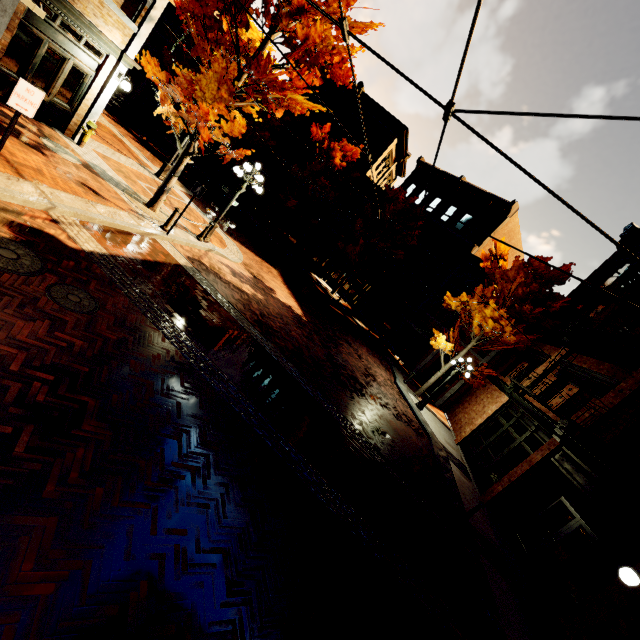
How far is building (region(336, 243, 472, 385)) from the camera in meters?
23.7

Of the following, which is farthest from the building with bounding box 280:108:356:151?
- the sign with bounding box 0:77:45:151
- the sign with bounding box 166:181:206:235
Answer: the sign with bounding box 0:77:45:151

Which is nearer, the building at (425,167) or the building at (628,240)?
the building at (628,240)

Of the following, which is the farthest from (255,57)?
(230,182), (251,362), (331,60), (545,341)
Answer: (230,182)

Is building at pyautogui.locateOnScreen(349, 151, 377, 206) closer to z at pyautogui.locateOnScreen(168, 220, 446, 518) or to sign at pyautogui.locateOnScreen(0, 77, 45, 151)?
z at pyautogui.locateOnScreen(168, 220, 446, 518)

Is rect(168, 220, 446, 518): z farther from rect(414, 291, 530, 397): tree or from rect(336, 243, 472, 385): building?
rect(336, 243, 472, 385): building

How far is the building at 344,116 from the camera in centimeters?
2958cm

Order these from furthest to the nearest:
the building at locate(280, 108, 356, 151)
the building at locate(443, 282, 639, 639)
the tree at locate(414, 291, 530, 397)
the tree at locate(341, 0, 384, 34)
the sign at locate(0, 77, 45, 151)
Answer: the building at locate(280, 108, 356, 151)
the tree at locate(414, 291, 530, 397)
the tree at locate(341, 0, 384, 34)
the building at locate(443, 282, 639, 639)
the sign at locate(0, 77, 45, 151)
